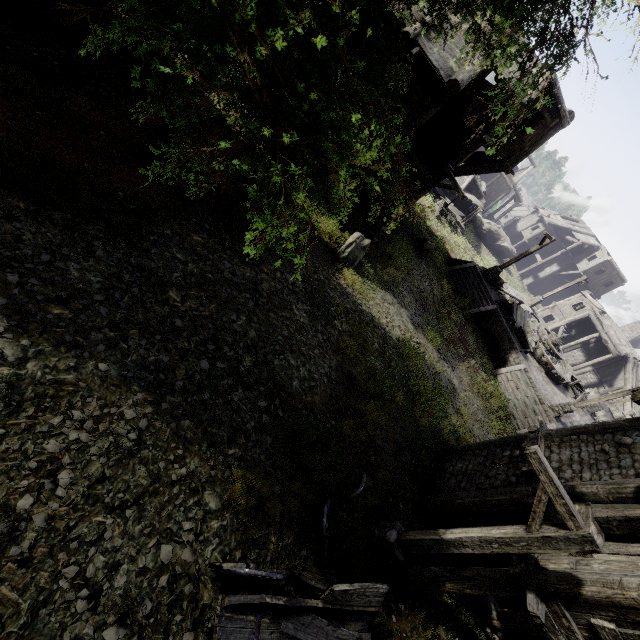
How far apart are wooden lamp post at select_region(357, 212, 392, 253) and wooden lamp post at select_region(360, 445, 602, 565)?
10.2m

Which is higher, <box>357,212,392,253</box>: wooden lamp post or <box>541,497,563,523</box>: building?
<box>541,497,563,523</box>: building

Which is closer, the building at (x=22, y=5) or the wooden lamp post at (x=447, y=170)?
the building at (x=22, y=5)

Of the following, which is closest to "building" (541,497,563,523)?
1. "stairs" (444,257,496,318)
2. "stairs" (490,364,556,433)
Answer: "stairs" (444,257,496,318)

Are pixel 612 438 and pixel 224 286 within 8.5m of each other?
no

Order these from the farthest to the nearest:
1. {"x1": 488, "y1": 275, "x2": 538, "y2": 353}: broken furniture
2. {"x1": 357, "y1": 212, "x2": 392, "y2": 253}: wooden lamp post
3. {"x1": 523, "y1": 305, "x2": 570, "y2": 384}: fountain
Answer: {"x1": 523, "y1": 305, "x2": 570, "y2": 384}: fountain → {"x1": 488, "y1": 275, "x2": 538, "y2": 353}: broken furniture → {"x1": 357, "y1": 212, "x2": 392, "y2": 253}: wooden lamp post

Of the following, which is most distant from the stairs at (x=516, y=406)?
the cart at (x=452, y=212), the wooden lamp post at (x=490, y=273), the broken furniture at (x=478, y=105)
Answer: the cart at (x=452, y=212)
